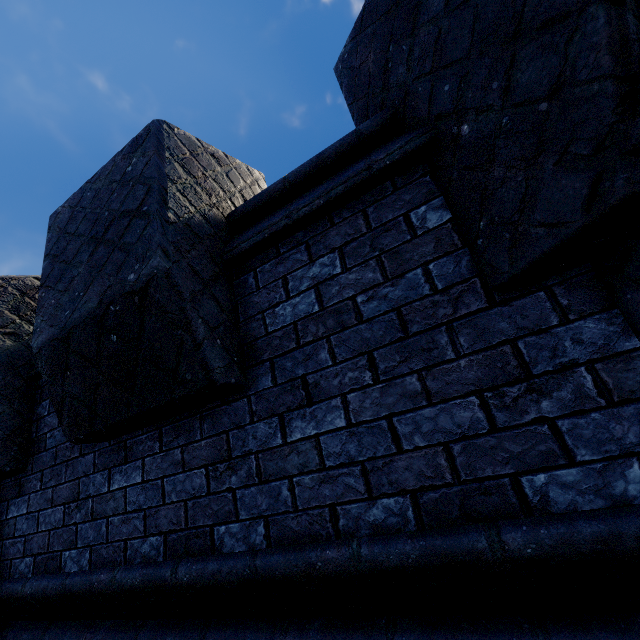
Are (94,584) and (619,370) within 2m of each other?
no
